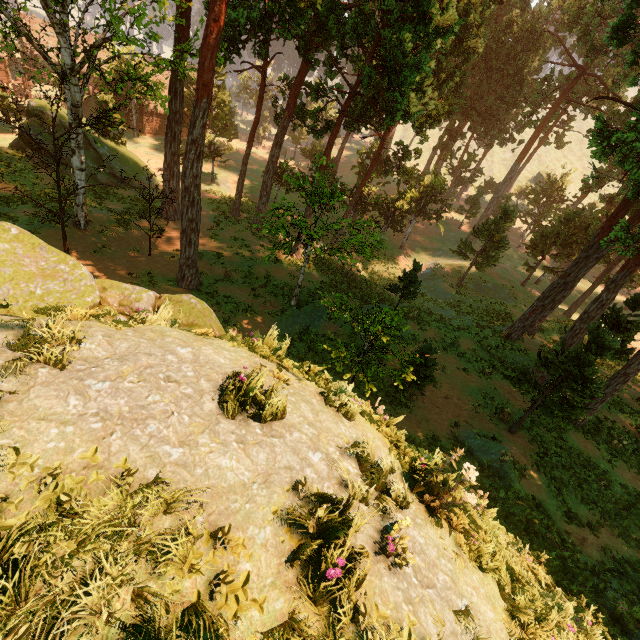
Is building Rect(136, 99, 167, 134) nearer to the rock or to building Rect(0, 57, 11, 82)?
building Rect(0, 57, 11, 82)

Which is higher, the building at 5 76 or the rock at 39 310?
the rock at 39 310

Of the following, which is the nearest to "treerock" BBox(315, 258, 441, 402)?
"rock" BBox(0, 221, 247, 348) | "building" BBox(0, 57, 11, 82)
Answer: "rock" BBox(0, 221, 247, 348)

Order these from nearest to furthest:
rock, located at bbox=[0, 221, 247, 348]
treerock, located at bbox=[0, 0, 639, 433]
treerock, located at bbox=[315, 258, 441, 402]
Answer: rock, located at bbox=[0, 221, 247, 348] → treerock, located at bbox=[315, 258, 441, 402] → treerock, located at bbox=[0, 0, 639, 433]

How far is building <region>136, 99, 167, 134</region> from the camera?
44.3m

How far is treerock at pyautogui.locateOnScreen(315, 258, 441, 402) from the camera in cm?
1172

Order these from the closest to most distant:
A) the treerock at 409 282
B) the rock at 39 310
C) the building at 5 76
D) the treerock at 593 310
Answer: the rock at 39 310 → the treerock at 409 282 → the treerock at 593 310 → the building at 5 76

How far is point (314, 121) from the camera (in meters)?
23.00
